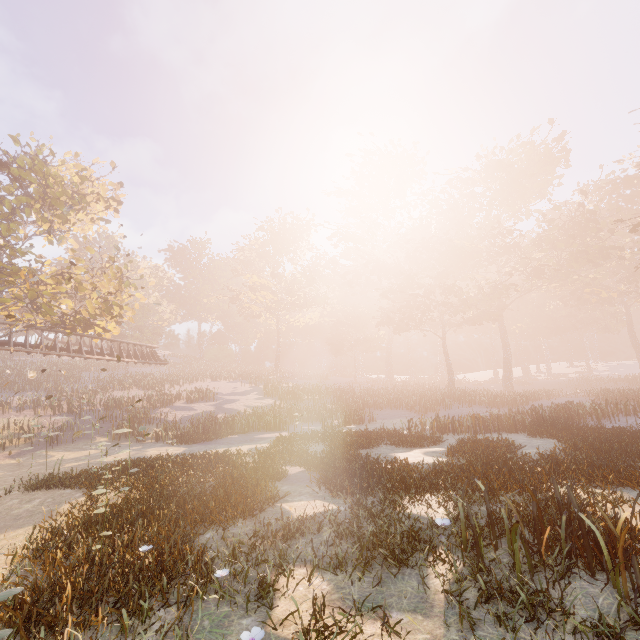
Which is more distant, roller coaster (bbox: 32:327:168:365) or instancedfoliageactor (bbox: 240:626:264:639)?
roller coaster (bbox: 32:327:168:365)

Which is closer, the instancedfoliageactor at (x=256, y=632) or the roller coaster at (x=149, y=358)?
the instancedfoliageactor at (x=256, y=632)

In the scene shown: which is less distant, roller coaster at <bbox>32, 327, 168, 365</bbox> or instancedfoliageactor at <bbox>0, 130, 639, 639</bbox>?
instancedfoliageactor at <bbox>0, 130, 639, 639</bbox>

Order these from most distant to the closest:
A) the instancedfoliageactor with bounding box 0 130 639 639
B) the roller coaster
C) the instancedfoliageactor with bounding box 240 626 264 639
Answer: the roller coaster < the instancedfoliageactor with bounding box 0 130 639 639 < the instancedfoliageactor with bounding box 240 626 264 639

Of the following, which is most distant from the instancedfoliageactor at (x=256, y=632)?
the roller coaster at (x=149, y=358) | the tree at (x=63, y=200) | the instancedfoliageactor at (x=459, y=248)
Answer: the tree at (x=63, y=200)

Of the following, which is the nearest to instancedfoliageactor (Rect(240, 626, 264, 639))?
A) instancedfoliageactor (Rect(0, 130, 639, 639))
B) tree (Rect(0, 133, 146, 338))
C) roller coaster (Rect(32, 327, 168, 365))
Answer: instancedfoliageactor (Rect(0, 130, 639, 639))

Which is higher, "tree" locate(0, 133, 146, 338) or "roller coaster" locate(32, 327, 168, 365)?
"tree" locate(0, 133, 146, 338)

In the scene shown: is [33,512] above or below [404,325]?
below
